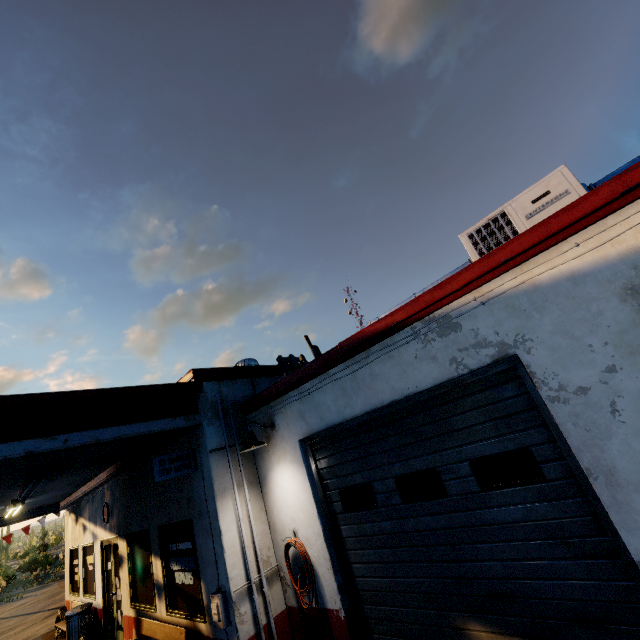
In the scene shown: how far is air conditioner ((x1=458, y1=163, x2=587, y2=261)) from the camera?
3.8 meters

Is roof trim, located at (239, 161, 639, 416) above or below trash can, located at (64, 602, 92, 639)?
above

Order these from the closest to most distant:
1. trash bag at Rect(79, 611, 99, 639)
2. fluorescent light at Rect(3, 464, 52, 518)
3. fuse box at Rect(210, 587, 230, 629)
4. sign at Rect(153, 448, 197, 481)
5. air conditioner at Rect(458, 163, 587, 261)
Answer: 1. air conditioner at Rect(458, 163, 587, 261)
2. fuse box at Rect(210, 587, 230, 629)
3. sign at Rect(153, 448, 197, 481)
4. fluorescent light at Rect(3, 464, 52, 518)
5. trash bag at Rect(79, 611, 99, 639)

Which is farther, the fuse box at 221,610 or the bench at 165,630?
the bench at 165,630

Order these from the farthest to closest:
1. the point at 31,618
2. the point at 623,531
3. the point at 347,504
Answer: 1. the point at 31,618
2. the point at 347,504
3. the point at 623,531

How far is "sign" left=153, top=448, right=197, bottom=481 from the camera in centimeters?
548cm

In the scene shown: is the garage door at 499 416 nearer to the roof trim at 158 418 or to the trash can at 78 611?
the roof trim at 158 418

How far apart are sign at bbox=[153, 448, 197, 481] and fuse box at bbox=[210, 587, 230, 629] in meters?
1.8 m
